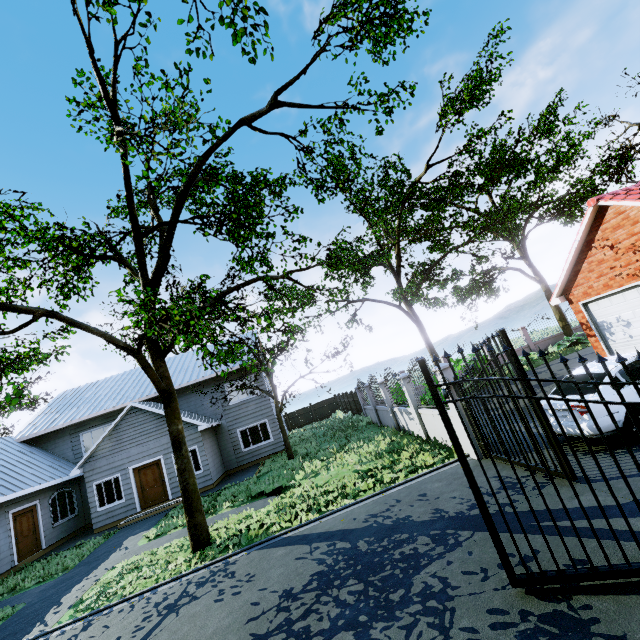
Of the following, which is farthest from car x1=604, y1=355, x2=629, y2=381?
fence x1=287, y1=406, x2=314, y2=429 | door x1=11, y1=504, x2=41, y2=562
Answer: fence x1=287, y1=406, x2=314, y2=429

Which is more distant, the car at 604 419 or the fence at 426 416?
the fence at 426 416

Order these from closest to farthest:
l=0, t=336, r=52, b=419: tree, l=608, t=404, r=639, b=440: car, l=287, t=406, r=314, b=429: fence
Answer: l=0, t=336, r=52, b=419: tree < l=608, t=404, r=639, b=440: car < l=287, t=406, r=314, b=429: fence

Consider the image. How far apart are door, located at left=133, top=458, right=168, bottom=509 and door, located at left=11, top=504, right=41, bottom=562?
4.4 meters

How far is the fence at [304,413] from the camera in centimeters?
3300cm

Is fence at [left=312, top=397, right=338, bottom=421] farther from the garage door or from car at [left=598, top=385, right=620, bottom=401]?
the garage door

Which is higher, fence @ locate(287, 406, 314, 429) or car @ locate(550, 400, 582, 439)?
fence @ locate(287, 406, 314, 429)

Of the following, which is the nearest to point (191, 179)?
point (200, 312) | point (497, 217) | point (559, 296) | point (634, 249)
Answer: point (200, 312)
